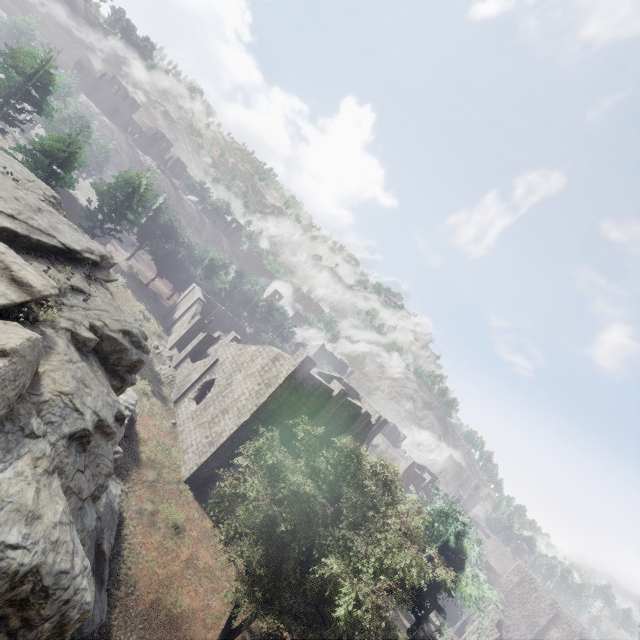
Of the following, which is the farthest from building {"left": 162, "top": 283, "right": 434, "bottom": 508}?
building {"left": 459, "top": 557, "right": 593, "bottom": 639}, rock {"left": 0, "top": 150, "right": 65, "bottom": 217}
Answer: rock {"left": 0, "top": 150, "right": 65, "bottom": 217}

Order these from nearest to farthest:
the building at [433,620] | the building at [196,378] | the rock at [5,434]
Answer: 1. the rock at [5,434]
2. the building at [433,620]
3. the building at [196,378]

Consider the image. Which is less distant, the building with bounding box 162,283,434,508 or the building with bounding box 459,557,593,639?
the building with bounding box 162,283,434,508

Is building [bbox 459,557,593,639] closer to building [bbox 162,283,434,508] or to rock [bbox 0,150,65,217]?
rock [bbox 0,150,65,217]

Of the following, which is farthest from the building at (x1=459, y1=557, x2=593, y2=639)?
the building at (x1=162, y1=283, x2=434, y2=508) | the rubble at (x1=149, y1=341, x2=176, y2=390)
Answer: the rubble at (x1=149, y1=341, x2=176, y2=390)

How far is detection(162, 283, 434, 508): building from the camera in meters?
23.5

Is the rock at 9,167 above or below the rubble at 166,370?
above

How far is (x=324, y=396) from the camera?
26.2m
